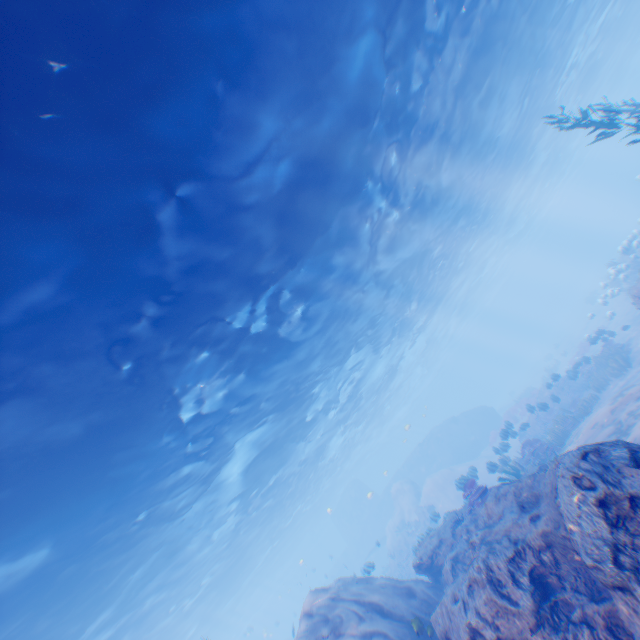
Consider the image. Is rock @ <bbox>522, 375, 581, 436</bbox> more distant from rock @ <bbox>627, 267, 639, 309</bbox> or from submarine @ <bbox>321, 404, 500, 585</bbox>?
rock @ <bbox>627, 267, 639, 309</bbox>

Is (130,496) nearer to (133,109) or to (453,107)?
(133,109)

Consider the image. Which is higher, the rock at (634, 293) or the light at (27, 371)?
the light at (27, 371)

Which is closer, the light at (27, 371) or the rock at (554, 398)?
the light at (27, 371)

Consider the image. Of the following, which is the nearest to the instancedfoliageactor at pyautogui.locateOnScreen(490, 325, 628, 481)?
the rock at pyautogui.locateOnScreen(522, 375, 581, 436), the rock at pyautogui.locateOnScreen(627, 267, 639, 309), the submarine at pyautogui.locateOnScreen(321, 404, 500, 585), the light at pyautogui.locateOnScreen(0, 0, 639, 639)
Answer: the rock at pyautogui.locateOnScreen(627, 267, 639, 309)

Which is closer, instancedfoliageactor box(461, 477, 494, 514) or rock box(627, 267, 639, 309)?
instancedfoliageactor box(461, 477, 494, 514)

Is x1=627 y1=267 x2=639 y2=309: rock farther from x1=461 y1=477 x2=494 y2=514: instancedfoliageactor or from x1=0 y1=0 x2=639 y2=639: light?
x1=0 y1=0 x2=639 y2=639: light

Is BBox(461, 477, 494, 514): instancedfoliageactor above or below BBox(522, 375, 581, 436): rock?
above
